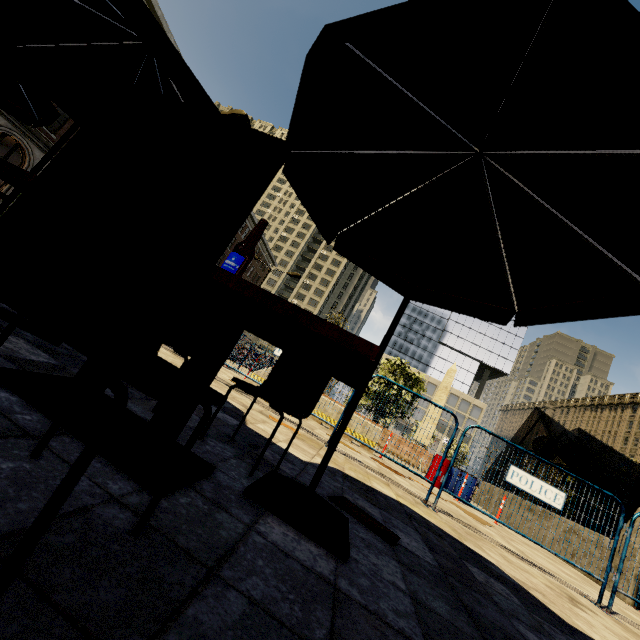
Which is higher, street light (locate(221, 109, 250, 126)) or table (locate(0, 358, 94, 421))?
street light (locate(221, 109, 250, 126))

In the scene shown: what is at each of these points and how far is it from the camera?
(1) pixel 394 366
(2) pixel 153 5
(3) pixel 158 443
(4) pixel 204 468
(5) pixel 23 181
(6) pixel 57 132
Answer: (1) tree, 22.0 meters
(2) building, 23.5 meters
(3) table, 1.5 meters
(4) table, 1.6 meters
(5) table, 1.3 meters
(6) building, 22.4 meters

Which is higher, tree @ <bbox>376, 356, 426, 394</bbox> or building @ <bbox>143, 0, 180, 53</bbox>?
building @ <bbox>143, 0, 180, 53</bbox>

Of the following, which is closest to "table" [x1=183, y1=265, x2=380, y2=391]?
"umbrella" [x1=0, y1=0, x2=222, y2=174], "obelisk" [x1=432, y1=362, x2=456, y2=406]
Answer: "umbrella" [x1=0, y1=0, x2=222, y2=174]

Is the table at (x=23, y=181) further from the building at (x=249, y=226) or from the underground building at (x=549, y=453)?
the building at (x=249, y=226)

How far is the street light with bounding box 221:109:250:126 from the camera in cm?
1116

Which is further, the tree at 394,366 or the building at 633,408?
the building at 633,408

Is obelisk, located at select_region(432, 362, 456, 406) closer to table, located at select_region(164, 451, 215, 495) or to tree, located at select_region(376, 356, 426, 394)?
tree, located at select_region(376, 356, 426, 394)
